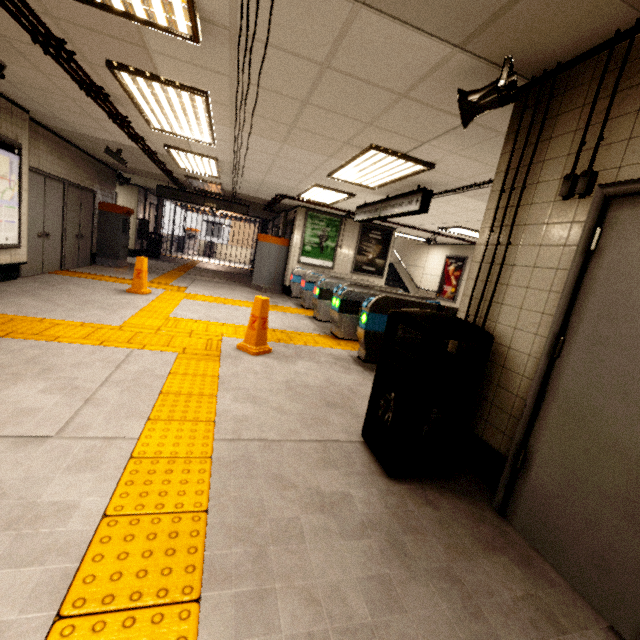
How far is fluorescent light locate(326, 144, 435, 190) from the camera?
4.3m

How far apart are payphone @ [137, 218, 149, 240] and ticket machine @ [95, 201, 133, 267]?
3.55m

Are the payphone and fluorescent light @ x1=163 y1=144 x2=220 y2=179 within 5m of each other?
no

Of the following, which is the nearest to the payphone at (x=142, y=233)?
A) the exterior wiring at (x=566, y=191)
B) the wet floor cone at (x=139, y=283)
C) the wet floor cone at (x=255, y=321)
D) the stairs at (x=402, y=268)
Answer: the stairs at (x=402, y=268)

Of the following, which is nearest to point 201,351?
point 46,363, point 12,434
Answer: point 46,363

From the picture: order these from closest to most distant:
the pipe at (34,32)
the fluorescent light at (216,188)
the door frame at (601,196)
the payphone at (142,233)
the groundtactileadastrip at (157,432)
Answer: the groundtactileadastrip at (157,432) < the door frame at (601,196) < the pipe at (34,32) < the fluorescent light at (216,188) < the payphone at (142,233)

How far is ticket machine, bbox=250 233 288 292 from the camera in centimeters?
1051cm

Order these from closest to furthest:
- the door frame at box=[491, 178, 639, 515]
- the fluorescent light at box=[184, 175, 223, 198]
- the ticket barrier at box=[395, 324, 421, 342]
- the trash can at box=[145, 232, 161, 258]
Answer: the door frame at box=[491, 178, 639, 515]
the ticket barrier at box=[395, 324, 421, 342]
the fluorescent light at box=[184, 175, 223, 198]
the trash can at box=[145, 232, 161, 258]
